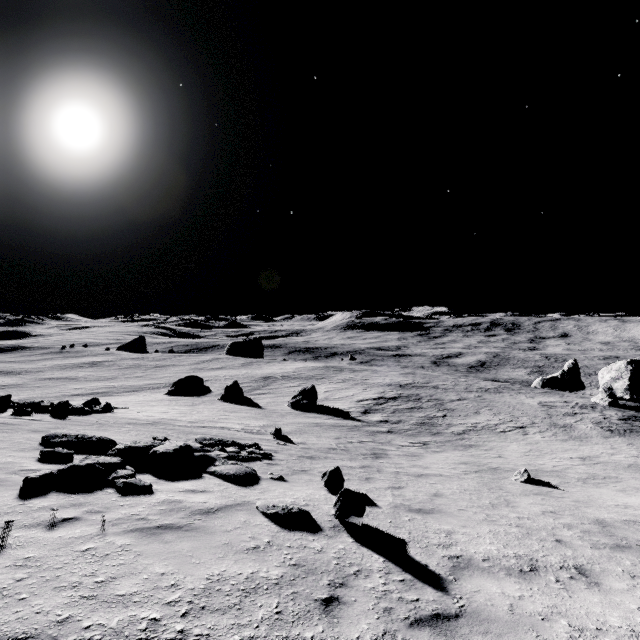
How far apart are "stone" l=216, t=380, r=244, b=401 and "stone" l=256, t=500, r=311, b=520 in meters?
27.6 m

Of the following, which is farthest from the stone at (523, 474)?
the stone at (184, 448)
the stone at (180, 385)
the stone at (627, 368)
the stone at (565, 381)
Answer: the stone at (565, 381)

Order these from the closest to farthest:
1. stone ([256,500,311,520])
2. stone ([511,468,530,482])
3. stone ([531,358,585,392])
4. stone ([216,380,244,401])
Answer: stone ([256,500,311,520]) → stone ([511,468,530,482]) → stone ([216,380,244,401]) → stone ([531,358,585,392])

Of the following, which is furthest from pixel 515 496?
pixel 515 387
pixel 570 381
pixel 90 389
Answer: pixel 90 389

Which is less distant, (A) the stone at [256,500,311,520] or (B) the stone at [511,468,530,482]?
(A) the stone at [256,500,311,520]

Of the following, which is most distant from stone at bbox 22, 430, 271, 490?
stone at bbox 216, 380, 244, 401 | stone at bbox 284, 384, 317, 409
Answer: stone at bbox 216, 380, 244, 401

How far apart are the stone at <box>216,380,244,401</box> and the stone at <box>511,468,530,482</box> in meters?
25.9 m

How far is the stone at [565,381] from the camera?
51.8m
